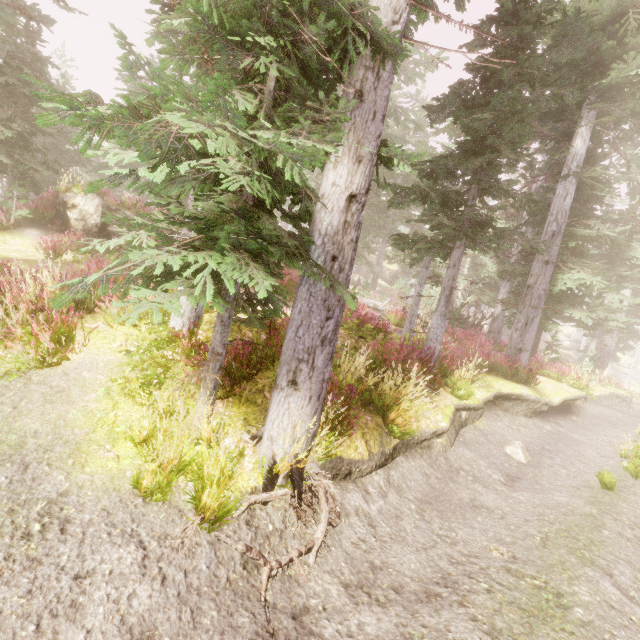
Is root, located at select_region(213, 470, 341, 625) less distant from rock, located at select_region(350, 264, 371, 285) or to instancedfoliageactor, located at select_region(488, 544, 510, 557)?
instancedfoliageactor, located at select_region(488, 544, 510, 557)

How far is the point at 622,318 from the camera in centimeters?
1722cm

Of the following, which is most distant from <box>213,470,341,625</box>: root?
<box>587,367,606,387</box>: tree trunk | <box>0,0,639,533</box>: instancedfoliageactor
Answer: <box>587,367,606,387</box>: tree trunk

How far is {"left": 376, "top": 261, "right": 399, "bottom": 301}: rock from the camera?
55.3 meters

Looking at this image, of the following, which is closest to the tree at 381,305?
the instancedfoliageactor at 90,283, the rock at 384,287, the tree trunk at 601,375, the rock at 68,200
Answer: the instancedfoliageactor at 90,283

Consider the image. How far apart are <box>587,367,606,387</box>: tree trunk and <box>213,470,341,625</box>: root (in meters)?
21.28

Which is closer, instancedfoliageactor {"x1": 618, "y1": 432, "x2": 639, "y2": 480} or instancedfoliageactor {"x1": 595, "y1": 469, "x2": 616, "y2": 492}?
instancedfoliageactor {"x1": 595, "y1": 469, "x2": 616, "y2": 492}

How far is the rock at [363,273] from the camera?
47.5m
